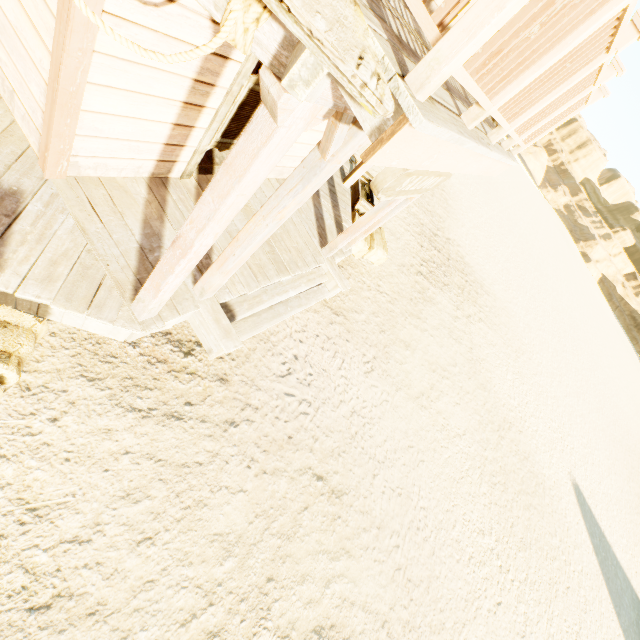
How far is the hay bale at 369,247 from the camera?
7.05m

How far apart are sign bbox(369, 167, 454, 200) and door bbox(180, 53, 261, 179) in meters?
1.8

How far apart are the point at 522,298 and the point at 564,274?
29.2 meters

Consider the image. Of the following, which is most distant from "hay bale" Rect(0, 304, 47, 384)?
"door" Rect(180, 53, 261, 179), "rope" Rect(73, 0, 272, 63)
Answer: "door" Rect(180, 53, 261, 179)

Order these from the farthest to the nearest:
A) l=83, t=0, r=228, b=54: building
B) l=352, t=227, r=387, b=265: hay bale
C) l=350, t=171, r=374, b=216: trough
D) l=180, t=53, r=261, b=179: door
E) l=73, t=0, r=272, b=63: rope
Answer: l=350, t=171, r=374, b=216: trough, l=352, t=227, r=387, b=265: hay bale, l=180, t=53, r=261, b=179: door, l=83, t=0, r=228, b=54: building, l=73, t=0, r=272, b=63: rope

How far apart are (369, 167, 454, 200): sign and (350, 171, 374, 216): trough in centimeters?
384cm

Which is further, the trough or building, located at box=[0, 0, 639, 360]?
the trough

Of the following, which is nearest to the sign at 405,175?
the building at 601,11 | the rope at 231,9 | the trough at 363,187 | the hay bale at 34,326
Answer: the building at 601,11
